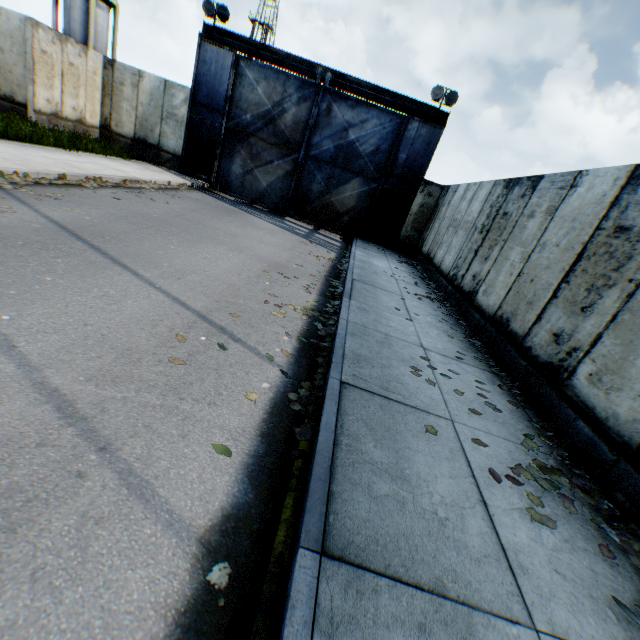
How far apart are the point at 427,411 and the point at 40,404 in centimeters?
354cm

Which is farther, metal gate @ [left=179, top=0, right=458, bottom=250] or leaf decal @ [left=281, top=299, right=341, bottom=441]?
metal gate @ [left=179, top=0, right=458, bottom=250]

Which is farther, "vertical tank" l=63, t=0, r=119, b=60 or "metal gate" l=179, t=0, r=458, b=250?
"vertical tank" l=63, t=0, r=119, b=60

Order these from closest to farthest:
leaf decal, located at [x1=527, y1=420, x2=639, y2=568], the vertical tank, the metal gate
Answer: leaf decal, located at [x1=527, y1=420, x2=639, y2=568]
the metal gate
the vertical tank

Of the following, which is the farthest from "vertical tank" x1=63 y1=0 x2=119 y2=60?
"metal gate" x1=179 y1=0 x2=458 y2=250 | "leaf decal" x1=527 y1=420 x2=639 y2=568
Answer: "leaf decal" x1=527 y1=420 x2=639 y2=568

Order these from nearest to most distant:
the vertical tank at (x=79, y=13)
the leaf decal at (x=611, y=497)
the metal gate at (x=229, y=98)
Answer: the leaf decal at (x=611, y=497)
the metal gate at (x=229, y=98)
the vertical tank at (x=79, y=13)

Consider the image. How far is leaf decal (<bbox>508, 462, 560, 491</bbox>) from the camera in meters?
3.1

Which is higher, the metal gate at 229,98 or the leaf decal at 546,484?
the metal gate at 229,98
